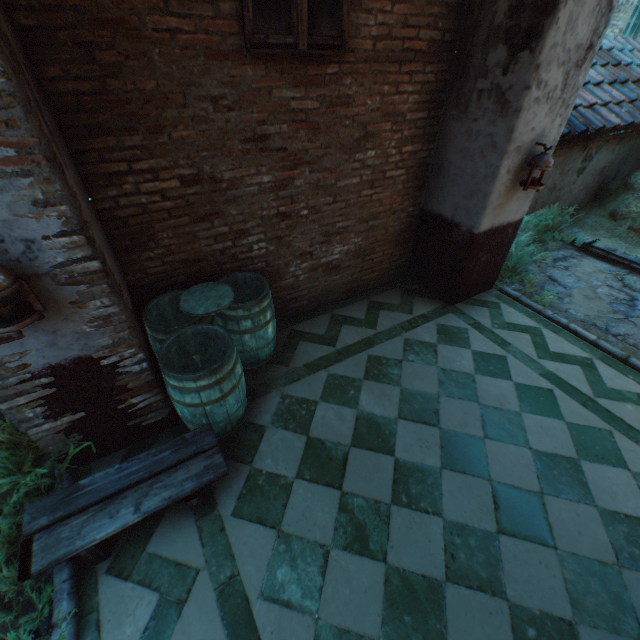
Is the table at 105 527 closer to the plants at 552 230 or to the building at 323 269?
the building at 323 269

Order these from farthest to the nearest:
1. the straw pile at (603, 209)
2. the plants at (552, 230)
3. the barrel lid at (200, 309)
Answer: the straw pile at (603, 209) < the plants at (552, 230) < the barrel lid at (200, 309)

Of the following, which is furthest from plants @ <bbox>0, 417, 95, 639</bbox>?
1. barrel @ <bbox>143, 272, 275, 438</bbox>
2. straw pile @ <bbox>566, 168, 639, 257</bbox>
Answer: straw pile @ <bbox>566, 168, 639, 257</bbox>

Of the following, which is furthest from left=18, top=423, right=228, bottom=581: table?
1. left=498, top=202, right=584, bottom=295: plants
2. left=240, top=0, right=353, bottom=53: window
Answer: left=498, top=202, right=584, bottom=295: plants

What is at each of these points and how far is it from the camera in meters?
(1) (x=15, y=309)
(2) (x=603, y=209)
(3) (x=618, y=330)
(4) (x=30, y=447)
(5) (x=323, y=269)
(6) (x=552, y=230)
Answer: (1) lantern, 1.8 m
(2) straw pile, 7.2 m
(3) ground stones, 4.6 m
(4) plants, 2.8 m
(5) building, 4.5 m
(6) plants, 6.8 m

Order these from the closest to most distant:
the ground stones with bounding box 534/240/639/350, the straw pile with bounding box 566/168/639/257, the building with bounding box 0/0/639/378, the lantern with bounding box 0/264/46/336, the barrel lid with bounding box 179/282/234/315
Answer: the lantern with bounding box 0/264/46/336
the building with bounding box 0/0/639/378
the barrel lid with bounding box 179/282/234/315
the ground stones with bounding box 534/240/639/350
the straw pile with bounding box 566/168/639/257

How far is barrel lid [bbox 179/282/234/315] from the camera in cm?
315

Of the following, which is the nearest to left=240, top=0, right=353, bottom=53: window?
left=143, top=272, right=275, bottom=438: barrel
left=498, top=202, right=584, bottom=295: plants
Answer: left=143, top=272, right=275, bottom=438: barrel
